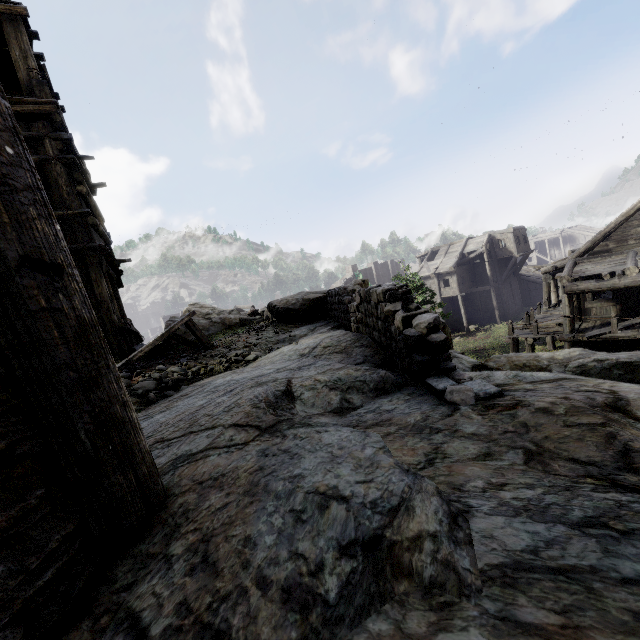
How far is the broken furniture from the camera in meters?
5.6

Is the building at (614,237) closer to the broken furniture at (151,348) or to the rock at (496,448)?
the rock at (496,448)

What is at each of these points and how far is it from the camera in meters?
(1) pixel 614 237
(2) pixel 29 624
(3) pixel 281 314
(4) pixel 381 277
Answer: (1) building, 15.1
(2) building, 0.9
(3) rock, 9.2
(4) building, 51.3

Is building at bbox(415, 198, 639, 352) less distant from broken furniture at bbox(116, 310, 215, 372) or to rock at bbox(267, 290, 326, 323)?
rock at bbox(267, 290, 326, 323)

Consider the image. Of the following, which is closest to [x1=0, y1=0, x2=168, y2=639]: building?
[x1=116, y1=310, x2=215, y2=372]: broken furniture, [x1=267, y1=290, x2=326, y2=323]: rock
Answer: [x1=267, y1=290, x2=326, y2=323]: rock

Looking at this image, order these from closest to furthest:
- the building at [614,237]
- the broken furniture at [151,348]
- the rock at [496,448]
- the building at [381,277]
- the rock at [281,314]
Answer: the rock at [496,448] → the broken furniture at [151,348] → the rock at [281,314] → the building at [614,237] → the building at [381,277]
